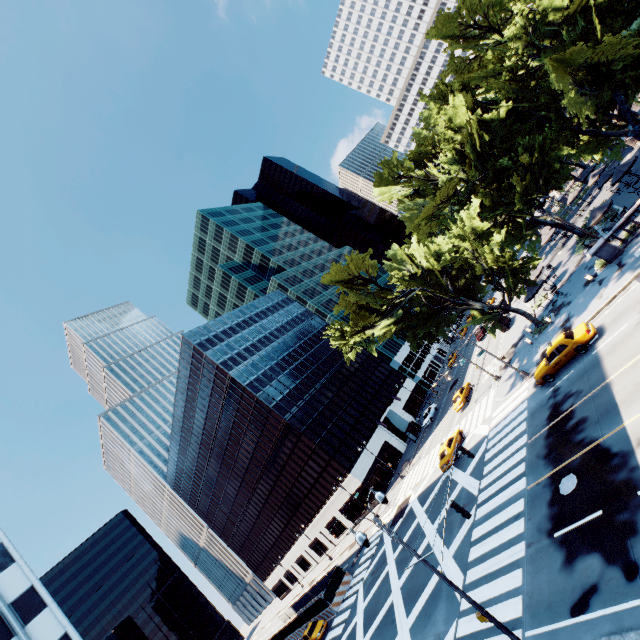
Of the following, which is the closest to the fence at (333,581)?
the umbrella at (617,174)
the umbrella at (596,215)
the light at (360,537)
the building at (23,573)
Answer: the building at (23,573)

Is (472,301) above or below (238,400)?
below

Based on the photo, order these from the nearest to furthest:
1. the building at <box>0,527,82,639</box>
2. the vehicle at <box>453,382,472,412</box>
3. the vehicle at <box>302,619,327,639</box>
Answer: the building at <box>0,527,82,639</box> → the vehicle at <box>302,619,327,639</box> → the vehicle at <box>453,382,472,412</box>

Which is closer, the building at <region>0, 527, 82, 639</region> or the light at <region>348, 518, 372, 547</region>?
the light at <region>348, 518, 372, 547</region>

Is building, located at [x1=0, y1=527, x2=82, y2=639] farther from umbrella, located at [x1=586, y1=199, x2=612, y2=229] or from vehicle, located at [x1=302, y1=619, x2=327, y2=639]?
umbrella, located at [x1=586, y1=199, x2=612, y2=229]

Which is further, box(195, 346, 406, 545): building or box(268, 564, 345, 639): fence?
box(195, 346, 406, 545): building

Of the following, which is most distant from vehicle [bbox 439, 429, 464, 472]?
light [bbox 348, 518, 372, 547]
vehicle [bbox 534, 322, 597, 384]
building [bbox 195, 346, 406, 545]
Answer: building [bbox 195, 346, 406, 545]

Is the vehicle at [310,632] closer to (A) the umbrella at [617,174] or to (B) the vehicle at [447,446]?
(B) the vehicle at [447,446]
